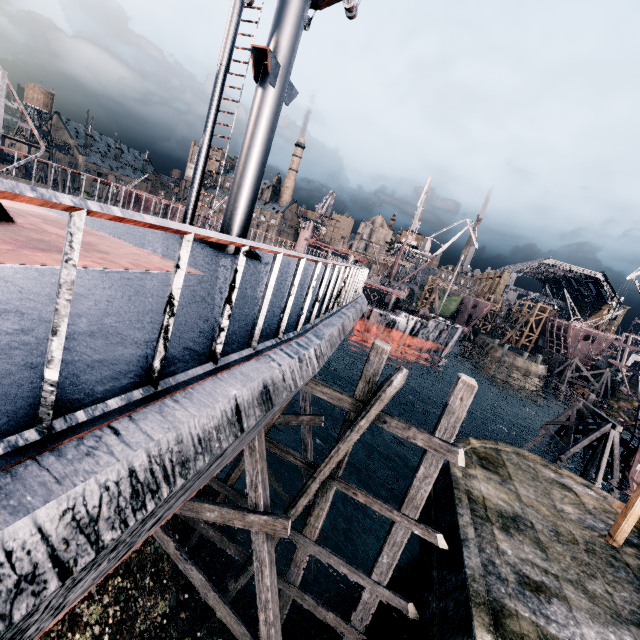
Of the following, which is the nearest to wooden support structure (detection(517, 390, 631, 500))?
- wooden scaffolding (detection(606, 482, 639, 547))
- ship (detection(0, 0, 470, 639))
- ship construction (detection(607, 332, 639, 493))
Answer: ship construction (detection(607, 332, 639, 493))

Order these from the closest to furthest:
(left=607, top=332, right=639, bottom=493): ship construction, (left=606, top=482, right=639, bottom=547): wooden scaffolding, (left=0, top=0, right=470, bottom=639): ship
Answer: (left=0, top=0, right=470, bottom=639): ship → (left=606, top=482, right=639, bottom=547): wooden scaffolding → (left=607, top=332, right=639, bottom=493): ship construction

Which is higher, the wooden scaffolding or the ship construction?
the wooden scaffolding

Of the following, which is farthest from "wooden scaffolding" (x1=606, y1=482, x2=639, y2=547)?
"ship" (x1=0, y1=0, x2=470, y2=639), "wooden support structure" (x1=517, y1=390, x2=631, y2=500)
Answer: "ship" (x1=0, y1=0, x2=470, y2=639)

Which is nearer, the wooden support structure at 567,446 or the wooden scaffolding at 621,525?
the wooden scaffolding at 621,525

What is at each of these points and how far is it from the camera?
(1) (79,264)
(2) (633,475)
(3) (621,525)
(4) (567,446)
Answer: (1) ship, 4.1m
(2) ship construction, 23.5m
(3) wooden scaffolding, 13.0m
(4) wooden support structure, 25.1m

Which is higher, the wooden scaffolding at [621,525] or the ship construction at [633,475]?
the wooden scaffolding at [621,525]
